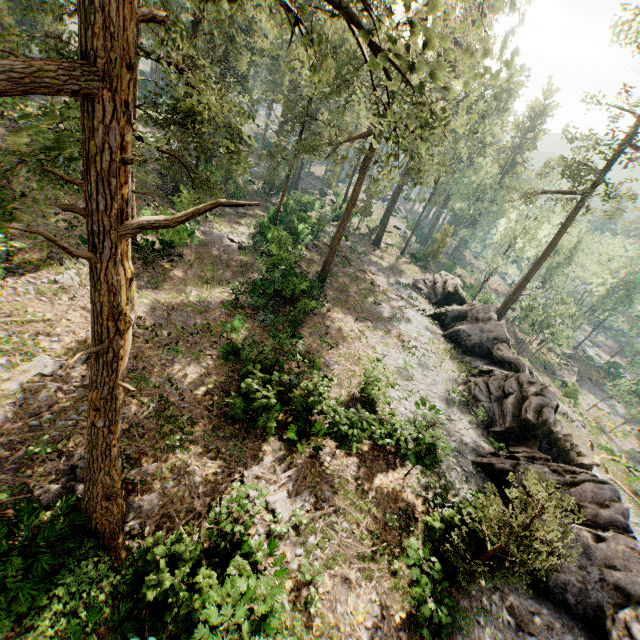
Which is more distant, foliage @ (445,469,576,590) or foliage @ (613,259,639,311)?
foliage @ (613,259,639,311)

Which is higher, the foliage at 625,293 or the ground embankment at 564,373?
the foliage at 625,293

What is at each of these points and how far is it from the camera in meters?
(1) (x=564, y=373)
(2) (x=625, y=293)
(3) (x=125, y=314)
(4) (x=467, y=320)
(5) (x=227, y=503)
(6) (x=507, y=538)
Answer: (1) ground embankment, 50.3 m
(2) foliage, 58.1 m
(3) foliage, 6.0 m
(4) rock, 28.8 m
(5) foliage, 10.3 m
(6) foliage, 10.9 m

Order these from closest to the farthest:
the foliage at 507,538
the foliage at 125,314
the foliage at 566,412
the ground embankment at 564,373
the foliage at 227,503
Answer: the foliage at 125,314 < the foliage at 507,538 < the foliage at 227,503 < the foliage at 566,412 < the ground embankment at 564,373

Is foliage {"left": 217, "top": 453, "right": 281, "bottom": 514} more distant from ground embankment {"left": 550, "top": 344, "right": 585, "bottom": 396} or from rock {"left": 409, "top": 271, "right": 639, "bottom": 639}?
ground embankment {"left": 550, "top": 344, "right": 585, "bottom": 396}

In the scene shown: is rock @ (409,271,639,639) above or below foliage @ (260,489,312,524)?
above

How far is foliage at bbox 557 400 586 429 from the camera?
32.7m

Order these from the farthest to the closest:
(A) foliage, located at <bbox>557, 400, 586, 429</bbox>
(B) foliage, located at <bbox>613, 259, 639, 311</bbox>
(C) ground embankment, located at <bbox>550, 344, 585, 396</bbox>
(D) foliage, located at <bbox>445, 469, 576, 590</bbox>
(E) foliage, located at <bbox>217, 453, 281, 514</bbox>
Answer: (B) foliage, located at <bbox>613, 259, 639, 311</bbox>
(C) ground embankment, located at <bbox>550, 344, 585, 396</bbox>
(A) foliage, located at <bbox>557, 400, 586, 429</bbox>
(E) foliage, located at <bbox>217, 453, 281, 514</bbox>
(D) foliage, located at <bbox>445, 469, 576, 590</bbox>
